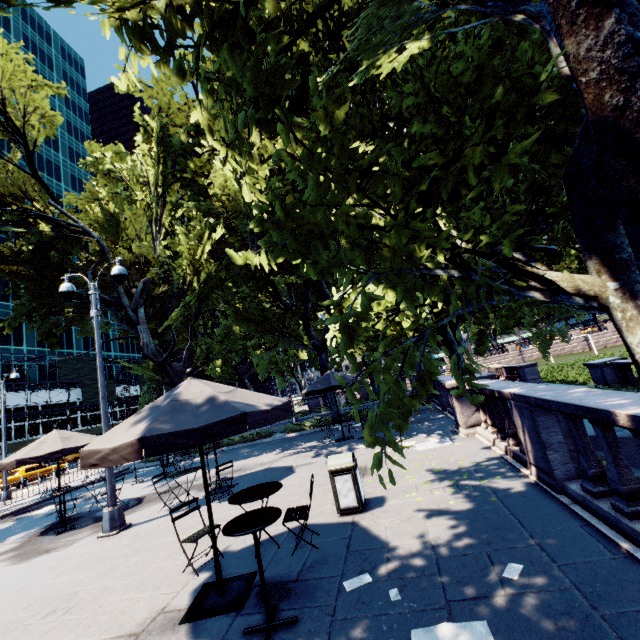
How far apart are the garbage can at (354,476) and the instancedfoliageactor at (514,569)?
2.8 meters

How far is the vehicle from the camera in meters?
24.6 m

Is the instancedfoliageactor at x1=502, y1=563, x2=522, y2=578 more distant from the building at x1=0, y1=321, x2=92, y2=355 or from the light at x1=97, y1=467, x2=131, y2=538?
the building at x1=0, y1=321, x2=92, y2=355

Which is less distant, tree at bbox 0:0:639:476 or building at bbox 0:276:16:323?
tree at bbox 0:0:639:476

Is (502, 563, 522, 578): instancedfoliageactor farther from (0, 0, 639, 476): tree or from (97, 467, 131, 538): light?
(97, 467, 131, 538): light

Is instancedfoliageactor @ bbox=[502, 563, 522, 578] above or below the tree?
below

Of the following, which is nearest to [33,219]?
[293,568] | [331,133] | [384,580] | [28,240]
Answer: [28,240]

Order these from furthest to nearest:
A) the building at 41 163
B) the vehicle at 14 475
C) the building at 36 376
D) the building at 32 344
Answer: the building at 41 163, the building at 36 376, the building at 32 344, the vehicle at 14 475
